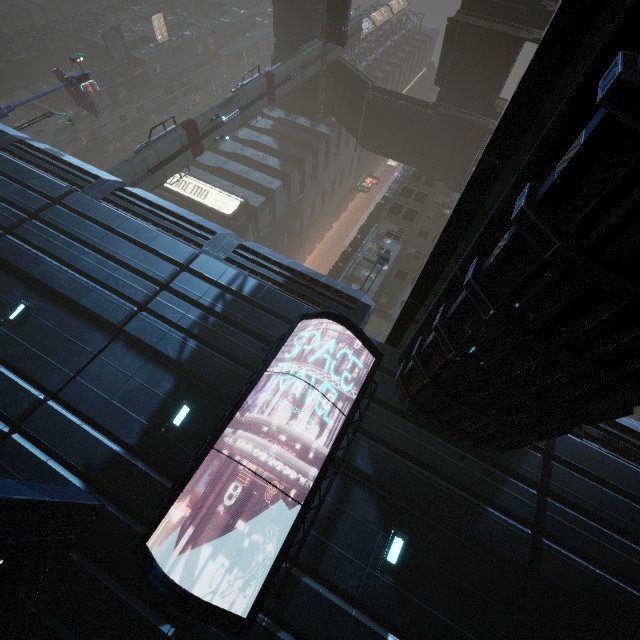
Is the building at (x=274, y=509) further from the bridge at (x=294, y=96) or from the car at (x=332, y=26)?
the car at (x=332, y=26)

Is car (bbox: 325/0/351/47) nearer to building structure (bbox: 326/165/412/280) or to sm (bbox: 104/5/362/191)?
sm (bbox: 104/5/362/191)

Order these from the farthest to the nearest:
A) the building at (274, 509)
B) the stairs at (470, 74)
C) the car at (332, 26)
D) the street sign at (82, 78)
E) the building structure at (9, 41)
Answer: the building structure at (9, 41), the car at (332, 26), the stairs at (470, 74), the street sign at (82, 78), the building at (274, 509)

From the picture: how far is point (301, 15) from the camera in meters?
29.8

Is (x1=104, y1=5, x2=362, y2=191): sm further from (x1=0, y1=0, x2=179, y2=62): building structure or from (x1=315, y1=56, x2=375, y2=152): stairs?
(x1=0, y1=0, x2=179, y2=62): building structure

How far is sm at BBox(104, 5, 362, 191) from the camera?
18.55m

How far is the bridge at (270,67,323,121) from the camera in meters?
33.9 m

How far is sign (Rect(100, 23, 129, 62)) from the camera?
40.28m
